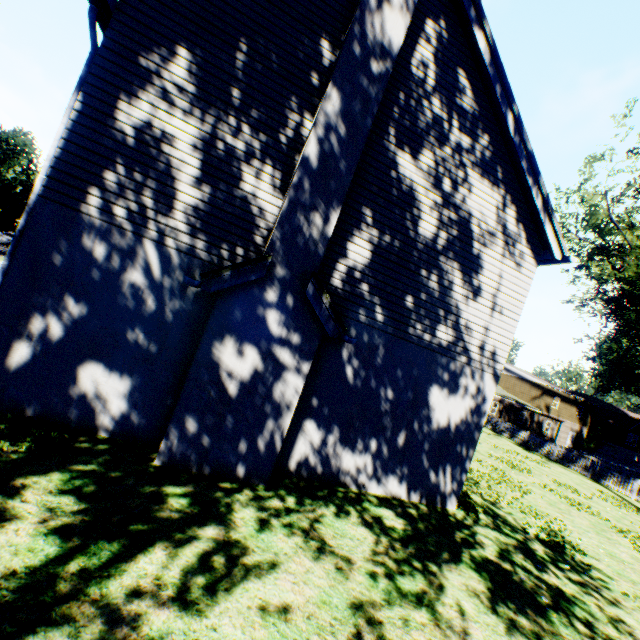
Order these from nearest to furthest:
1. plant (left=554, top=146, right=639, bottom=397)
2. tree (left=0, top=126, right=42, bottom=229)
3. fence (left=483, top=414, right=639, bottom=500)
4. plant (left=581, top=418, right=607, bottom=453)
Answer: plant (left=554, top=146, right=639, bottom=397), fence (left=483, top=414, right=639, bottom=500), tree (left=0, top=126, right=42, bottom=229), plant (left=581, top=418, right=607, bottom=453)

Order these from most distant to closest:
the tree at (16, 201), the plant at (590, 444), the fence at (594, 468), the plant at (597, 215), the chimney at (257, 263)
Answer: the plant at (590, 444), the tree at (16, 201), the fence at (594, 468), the plant at (597, 215), the chimney at (257, 263)

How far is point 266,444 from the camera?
5.89m

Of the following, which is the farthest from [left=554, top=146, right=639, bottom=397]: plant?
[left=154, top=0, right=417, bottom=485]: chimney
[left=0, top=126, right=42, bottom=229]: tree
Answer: [left=154, top=0, right=417, bottom=485]: chimney

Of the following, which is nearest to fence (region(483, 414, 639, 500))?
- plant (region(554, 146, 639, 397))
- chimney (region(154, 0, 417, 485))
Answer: plant (region(554, 146, 639, 397))

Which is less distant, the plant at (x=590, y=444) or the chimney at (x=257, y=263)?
the chimney at (x=257, y=263)

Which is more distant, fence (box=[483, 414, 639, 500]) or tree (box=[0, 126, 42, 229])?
tree (box=[0, 126, 42, 229])

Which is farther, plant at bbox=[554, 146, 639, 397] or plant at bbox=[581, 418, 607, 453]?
plant at bbox=[581, 418, 607, 453]
